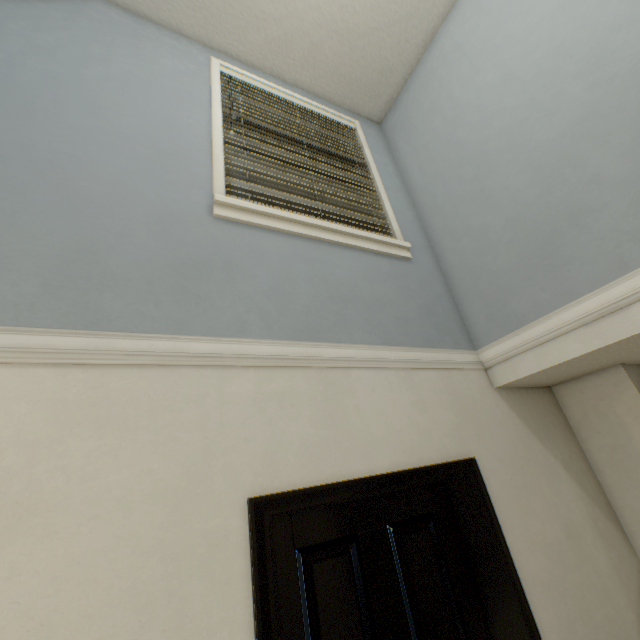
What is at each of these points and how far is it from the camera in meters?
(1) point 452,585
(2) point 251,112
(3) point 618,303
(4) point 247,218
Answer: (1) door, 1.4
(2) blinds, 2.3
(3) stairs, 1.4
(4) window, 1.7

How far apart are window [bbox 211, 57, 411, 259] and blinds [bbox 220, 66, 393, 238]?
0.0m

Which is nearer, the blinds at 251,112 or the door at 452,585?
the door at 452,585

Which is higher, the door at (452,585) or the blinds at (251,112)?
the blinds at (251,112)

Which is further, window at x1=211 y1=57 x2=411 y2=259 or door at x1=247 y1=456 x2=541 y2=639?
window at x1=211 y1=57 x2=411 y2=259

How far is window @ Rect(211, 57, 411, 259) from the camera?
1.7 meters

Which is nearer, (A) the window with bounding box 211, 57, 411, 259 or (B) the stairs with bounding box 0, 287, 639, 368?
(B) the stairs with bounding box 0, 287, 639, 368

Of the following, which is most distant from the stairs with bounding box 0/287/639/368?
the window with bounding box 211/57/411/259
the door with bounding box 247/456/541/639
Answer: the window with bounding box 211/57/411/259
